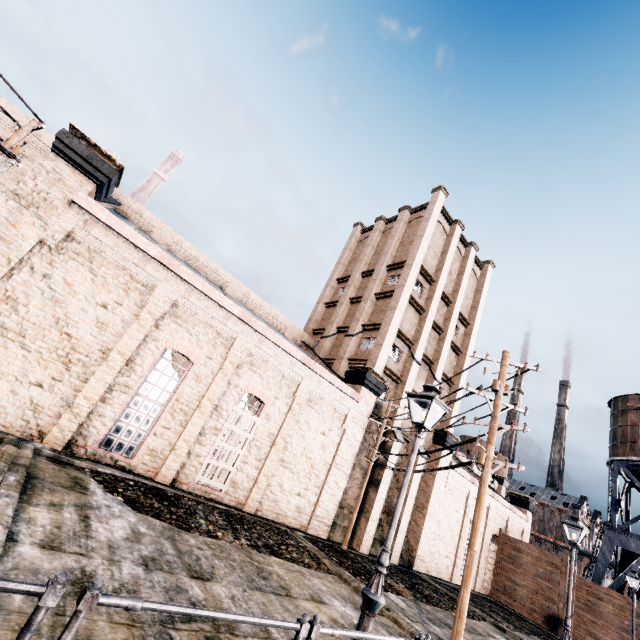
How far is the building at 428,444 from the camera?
25.08m

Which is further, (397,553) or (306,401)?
(397,553)

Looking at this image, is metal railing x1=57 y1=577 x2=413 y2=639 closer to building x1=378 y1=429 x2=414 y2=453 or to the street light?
the street light

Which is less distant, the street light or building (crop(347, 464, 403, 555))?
the street light

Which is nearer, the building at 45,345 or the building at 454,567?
the building at 45,345

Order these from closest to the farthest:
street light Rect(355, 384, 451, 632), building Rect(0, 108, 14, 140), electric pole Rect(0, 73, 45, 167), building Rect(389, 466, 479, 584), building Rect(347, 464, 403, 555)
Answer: street light Rect(355, 384, 451, 632)
electric pole Rect(0, 73, 45, 167)
building Rect(0, 108, 14, 140)
building Rect(347, 464, 403, 555)
building Rect(389, 466, 479, 584)

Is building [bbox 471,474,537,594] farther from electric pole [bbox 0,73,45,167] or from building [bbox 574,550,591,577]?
building [bbox 574,550,591,577]

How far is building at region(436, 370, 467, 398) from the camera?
28.6m
